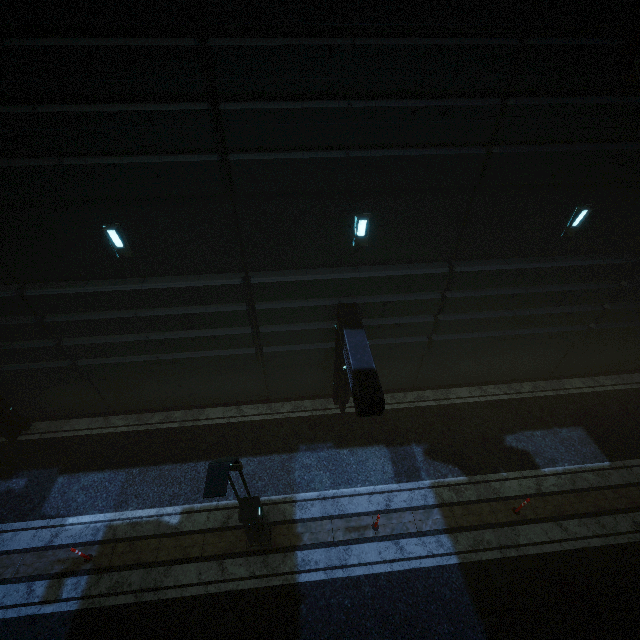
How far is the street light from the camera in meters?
5.1

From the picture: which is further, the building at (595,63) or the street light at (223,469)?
the building at (595,63)

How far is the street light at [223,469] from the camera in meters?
5.1

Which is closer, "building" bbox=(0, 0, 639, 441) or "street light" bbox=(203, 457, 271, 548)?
"street light" bbox=(203, 457, 271, 548)

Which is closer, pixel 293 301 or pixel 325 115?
pixel 325 115
